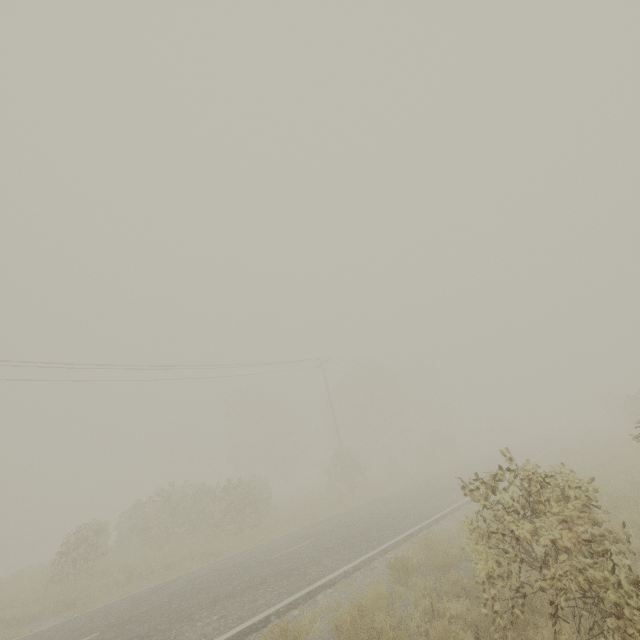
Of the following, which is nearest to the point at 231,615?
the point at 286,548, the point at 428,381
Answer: the point at 286,548
